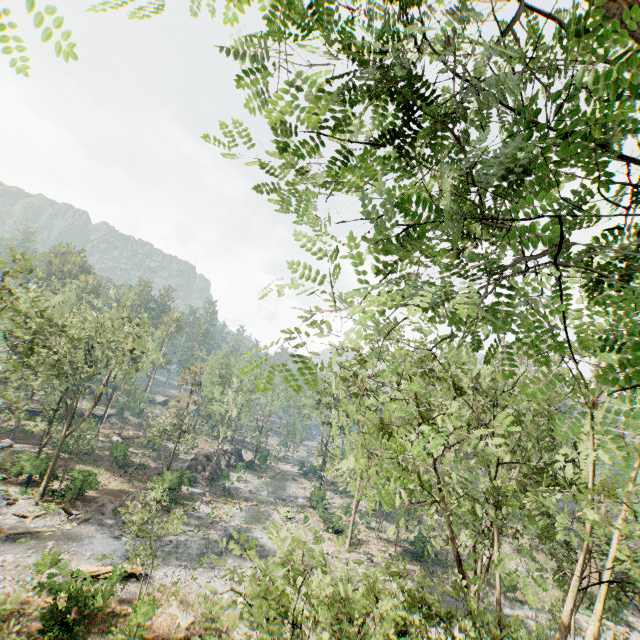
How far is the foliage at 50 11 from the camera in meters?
2.0

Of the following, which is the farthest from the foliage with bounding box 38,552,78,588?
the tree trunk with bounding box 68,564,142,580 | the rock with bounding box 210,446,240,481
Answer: the rock with bounding box 210,446,240,481

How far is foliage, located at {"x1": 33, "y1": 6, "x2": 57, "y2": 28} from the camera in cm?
203

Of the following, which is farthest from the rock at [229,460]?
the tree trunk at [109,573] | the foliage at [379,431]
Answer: the tree trunk at [109,573]

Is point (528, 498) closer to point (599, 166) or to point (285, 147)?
point (599, 166)

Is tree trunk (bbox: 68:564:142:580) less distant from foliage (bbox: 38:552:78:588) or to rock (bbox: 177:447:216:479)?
foliage (bbox: 38:552:78:588)
